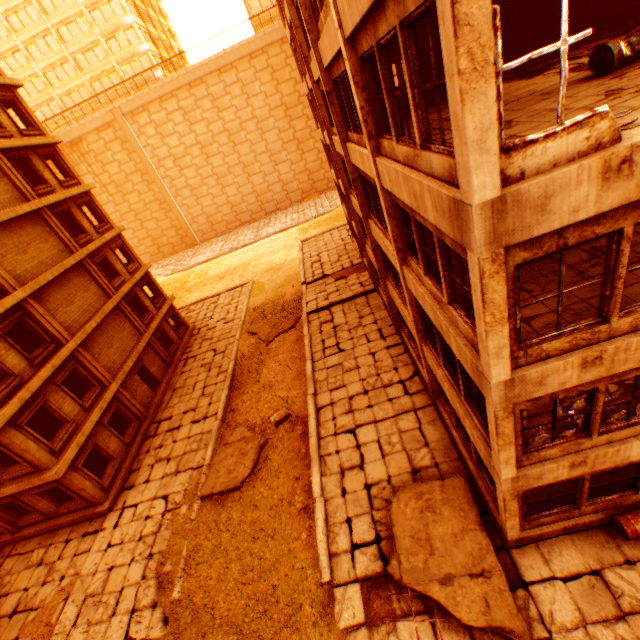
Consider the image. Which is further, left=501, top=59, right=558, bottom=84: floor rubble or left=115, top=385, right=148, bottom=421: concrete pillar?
left=115, top=385, right=148, bottom=421: concrete pillar

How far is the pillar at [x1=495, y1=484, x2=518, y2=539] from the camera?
7.24m

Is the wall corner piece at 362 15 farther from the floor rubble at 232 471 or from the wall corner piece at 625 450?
the floor rubble at 232 471

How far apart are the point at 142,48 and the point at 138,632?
60.0 meters

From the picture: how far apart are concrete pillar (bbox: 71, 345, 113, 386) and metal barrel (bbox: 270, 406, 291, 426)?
9.5 meters

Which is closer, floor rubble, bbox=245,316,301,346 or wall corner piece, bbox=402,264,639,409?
wall corner piece, bbox=402,264,639,409

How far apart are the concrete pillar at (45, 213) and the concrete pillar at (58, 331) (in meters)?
4.41

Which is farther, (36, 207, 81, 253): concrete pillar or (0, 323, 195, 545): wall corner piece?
(36, 207, 81, 253): concrete pillar
